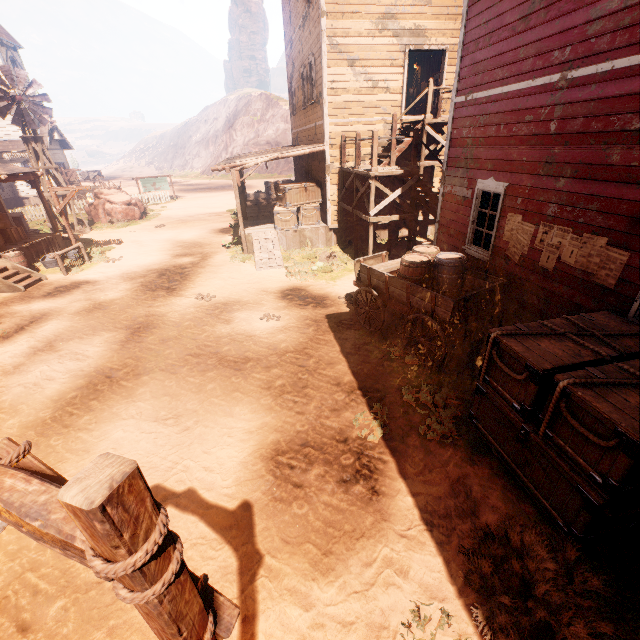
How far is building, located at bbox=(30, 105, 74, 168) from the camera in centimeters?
3097cm

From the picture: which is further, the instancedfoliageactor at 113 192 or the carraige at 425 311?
the instancedfoliageactor at 113 192

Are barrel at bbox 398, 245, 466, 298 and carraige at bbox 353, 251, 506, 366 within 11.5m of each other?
yes

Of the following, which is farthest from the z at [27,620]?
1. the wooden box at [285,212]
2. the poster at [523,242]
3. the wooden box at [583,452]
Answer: the poster at [523,242]

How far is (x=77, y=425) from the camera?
5.78m

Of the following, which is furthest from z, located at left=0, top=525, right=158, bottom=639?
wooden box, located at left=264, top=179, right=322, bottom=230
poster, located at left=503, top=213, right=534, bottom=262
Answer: poster, located at left=503, top=213, right=534, bottom=262

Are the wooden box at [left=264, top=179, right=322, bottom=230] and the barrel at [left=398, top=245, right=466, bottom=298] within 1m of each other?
no

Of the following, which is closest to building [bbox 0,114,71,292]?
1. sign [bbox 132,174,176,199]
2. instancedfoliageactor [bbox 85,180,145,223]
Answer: instancedfoliageactor [bbox 85,180,145,223]
